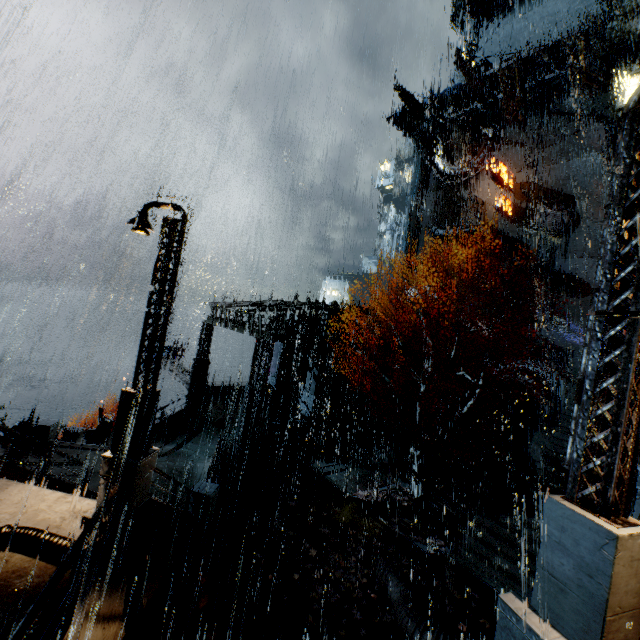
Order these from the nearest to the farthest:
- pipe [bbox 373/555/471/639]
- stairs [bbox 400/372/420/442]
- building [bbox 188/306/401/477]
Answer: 1. pipe [bbox 373/555/471/639]
2. building [bbox 188/306/401/477]
3. stairs [bbox 400/372/420/442]

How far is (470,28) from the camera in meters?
44.3 m

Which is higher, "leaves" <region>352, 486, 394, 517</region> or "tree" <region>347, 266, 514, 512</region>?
"tree" <region>347, 266, 514, 512</region>

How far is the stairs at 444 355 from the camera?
29.2 meters

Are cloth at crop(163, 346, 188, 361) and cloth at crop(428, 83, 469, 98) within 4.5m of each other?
no

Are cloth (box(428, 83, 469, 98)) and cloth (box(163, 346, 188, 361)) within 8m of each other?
no

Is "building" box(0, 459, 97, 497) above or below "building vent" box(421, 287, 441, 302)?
below

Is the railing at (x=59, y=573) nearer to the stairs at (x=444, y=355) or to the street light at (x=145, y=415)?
the street light at (x=145, y=415)
